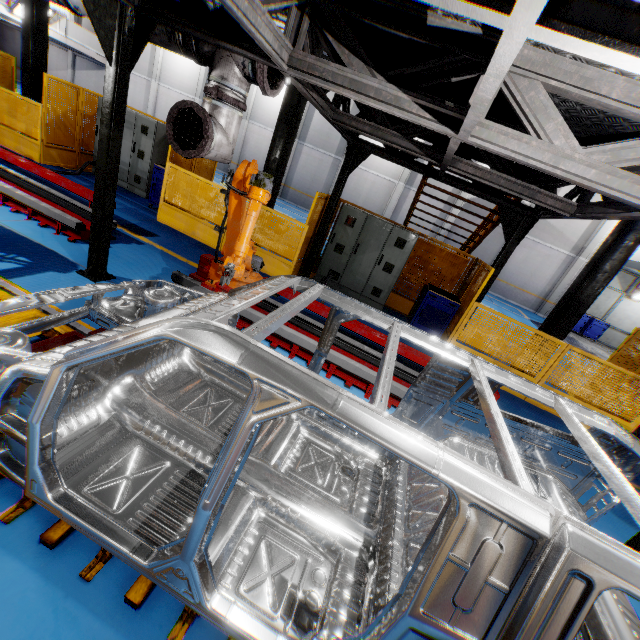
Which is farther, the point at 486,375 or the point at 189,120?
the point at 189,120

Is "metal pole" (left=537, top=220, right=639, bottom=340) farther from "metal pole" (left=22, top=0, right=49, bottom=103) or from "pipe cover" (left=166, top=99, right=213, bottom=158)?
"metal pole" (left=22, top=0, right=49, bottom=103)

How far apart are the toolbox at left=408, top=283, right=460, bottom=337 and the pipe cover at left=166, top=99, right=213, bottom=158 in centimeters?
562cm

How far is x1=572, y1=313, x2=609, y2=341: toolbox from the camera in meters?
17.6

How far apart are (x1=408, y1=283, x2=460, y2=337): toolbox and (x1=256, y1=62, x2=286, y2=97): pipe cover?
5.2 meters

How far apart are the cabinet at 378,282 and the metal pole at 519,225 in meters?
1.8 m

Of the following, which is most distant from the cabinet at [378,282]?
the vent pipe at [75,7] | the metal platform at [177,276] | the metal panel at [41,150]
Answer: the vent pipe at [75,7]

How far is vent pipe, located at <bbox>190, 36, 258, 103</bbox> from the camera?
3.65m
